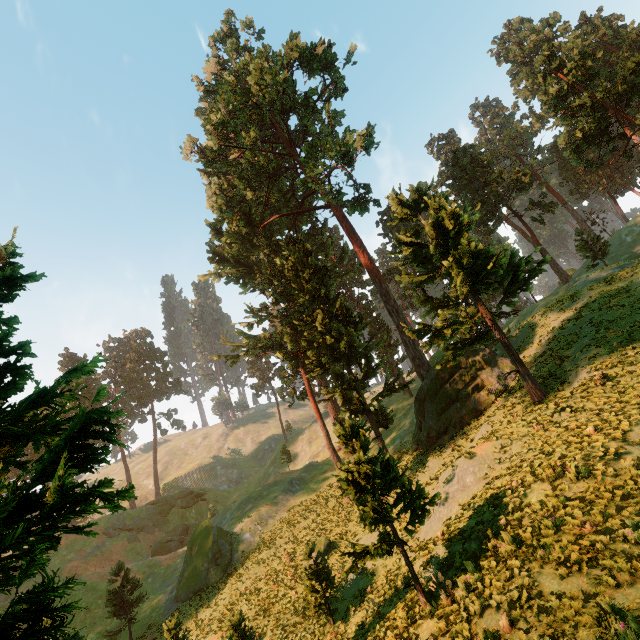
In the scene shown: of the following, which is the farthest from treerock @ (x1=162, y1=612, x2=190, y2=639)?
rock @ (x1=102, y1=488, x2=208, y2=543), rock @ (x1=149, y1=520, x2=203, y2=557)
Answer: rock @ (x1=149, y1=520, x2=203, y2=557)

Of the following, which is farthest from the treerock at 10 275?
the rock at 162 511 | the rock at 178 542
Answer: the rock at 178 542

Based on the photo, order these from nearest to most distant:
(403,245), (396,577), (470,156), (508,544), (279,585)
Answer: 1. (508,544)
2. (396,577)
3. (279,585)
4. (470,156)
5. (403,245)

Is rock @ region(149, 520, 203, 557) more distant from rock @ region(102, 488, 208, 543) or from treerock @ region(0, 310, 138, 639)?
treerock @ region(0, 310, 138, 639)

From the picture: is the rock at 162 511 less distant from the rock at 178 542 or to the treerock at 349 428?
the rock at 178 542

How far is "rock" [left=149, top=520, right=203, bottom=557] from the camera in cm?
4443

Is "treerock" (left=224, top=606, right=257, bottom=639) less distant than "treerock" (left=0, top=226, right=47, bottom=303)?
No
